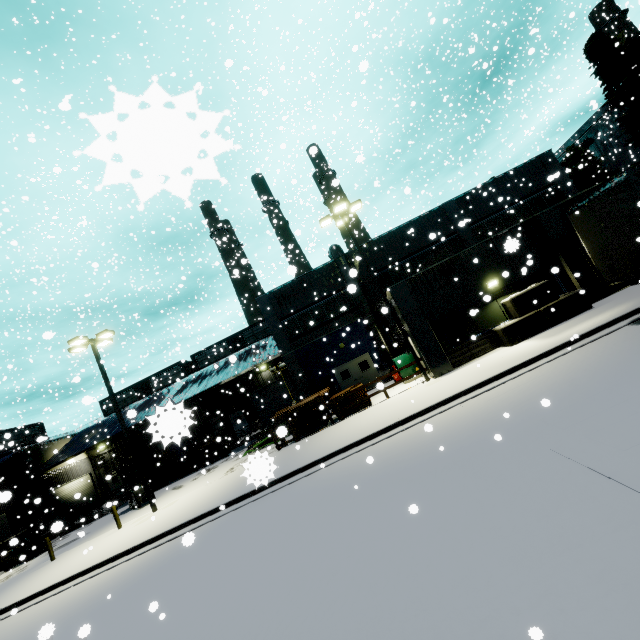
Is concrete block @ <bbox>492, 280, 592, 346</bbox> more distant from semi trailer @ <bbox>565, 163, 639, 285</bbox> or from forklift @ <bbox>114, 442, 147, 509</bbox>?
forklift @ <bbox>114, 442, 147, 509</bbox>

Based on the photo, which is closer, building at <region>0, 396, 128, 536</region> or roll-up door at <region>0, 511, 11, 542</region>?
building at <region>0, 396, 128, 536</region>

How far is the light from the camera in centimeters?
1659cm

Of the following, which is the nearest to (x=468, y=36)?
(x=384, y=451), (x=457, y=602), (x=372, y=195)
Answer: (x=372, y=195)

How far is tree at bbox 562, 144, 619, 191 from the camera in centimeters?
3681cm

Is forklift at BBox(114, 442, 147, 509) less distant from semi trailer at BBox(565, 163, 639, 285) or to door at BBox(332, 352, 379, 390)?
semi trailer at BBox(565, 163, 639, 285)

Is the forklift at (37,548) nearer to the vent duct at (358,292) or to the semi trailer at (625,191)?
the semi trailer at (625,191)

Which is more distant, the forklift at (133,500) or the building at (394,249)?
the forklift at (133,500)
